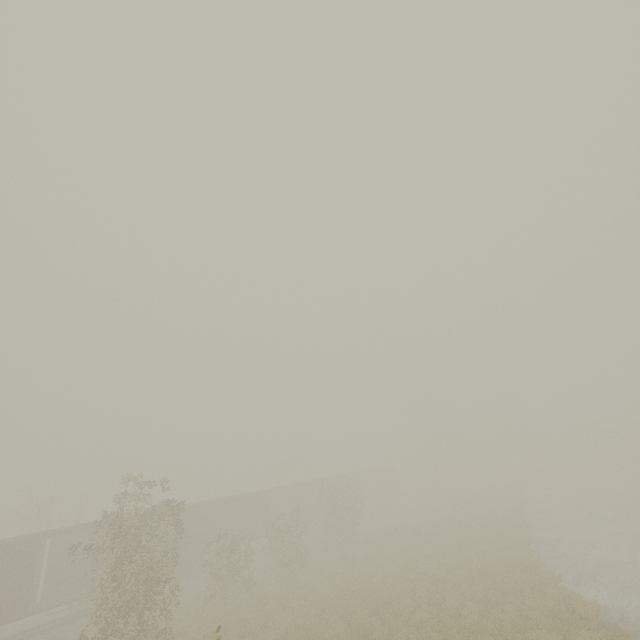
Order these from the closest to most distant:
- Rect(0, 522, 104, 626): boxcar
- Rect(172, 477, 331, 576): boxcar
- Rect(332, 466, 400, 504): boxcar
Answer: Rect(0, 522, 104, 626): boxcar
Rect(172, 477, 331, 576): boxcar
Rect(332, 466, 400, 504): boxcar

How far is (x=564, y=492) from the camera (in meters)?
34.91

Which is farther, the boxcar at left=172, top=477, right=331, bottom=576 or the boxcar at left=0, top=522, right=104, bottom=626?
the boxcar at left=172, top=477, right=331, bottom=576

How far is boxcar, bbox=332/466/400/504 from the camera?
41.9 meters

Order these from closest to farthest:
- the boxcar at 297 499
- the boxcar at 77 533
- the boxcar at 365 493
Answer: the boxcar at 77 533
the boxcar at 297 499
the boxcar at 365 493

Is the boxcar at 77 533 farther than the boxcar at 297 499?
No
